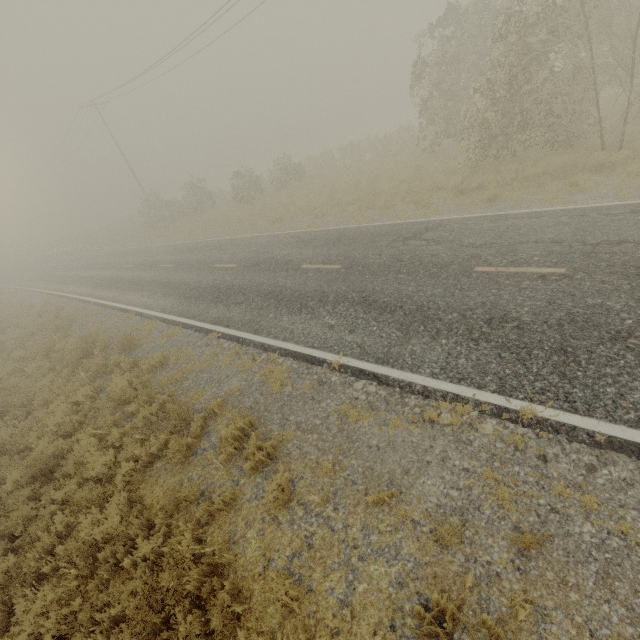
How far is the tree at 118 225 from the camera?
31.0m

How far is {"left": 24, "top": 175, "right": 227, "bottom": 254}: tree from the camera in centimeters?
3102cm

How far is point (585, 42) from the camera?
9.2 meters
